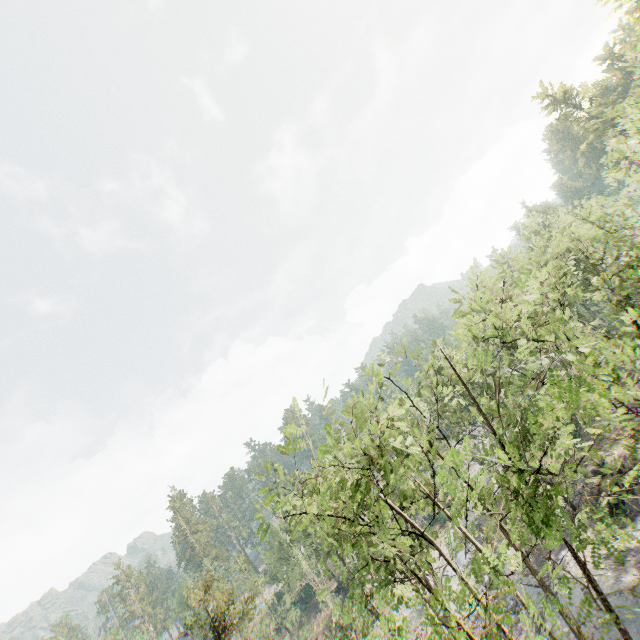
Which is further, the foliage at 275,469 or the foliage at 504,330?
the foliage at 275,469

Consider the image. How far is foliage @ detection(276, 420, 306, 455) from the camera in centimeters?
775cm

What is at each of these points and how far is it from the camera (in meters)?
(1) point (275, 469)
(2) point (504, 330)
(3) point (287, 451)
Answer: (1) foliage, 43.72
(2) foliage, 6.93
(3) foliage, 8.18

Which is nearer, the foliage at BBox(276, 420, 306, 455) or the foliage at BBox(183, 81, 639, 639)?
the foliage at BBox(183, 81, 639, 639)
